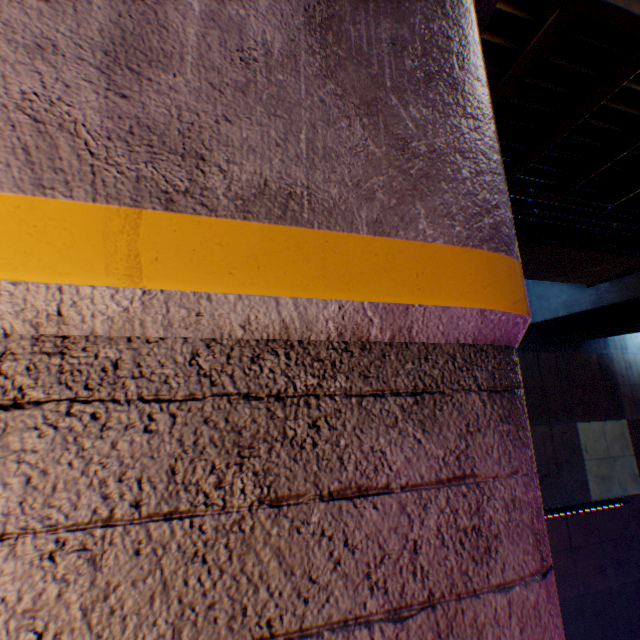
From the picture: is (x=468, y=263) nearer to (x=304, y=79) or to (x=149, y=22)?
(x=304, y=79)
